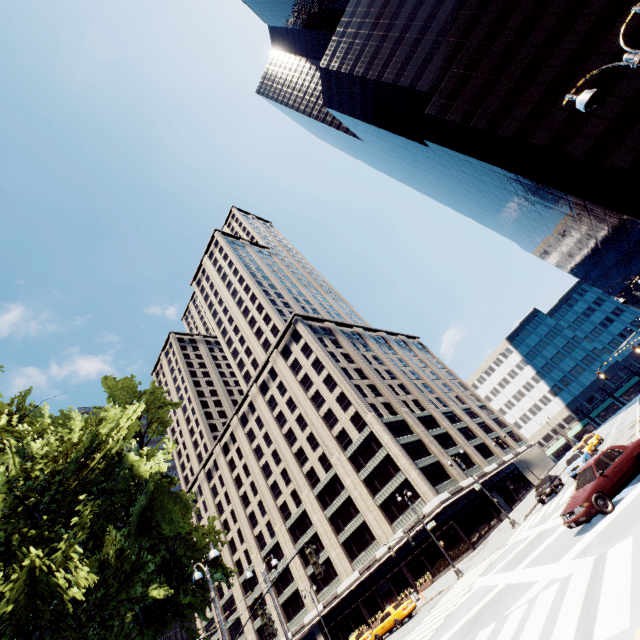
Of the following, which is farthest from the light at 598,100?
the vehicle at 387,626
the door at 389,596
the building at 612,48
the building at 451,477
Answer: the door at 389,596

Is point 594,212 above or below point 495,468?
above

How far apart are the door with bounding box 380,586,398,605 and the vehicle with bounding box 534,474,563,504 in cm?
2445

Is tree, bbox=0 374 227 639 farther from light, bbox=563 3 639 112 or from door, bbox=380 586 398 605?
door, bbox=380 586 398 605

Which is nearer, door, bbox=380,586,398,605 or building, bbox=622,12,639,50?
building, bbox=622,12,639,50

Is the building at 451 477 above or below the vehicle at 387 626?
above

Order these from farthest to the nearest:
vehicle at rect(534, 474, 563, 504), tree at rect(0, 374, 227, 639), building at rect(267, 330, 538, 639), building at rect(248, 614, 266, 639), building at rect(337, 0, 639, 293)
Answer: building at rect(248, 614, 266, 639) < building at rect(267, 330, 538, 639) < building at rect(337, 0, 639, 293) < vehicle at rect(534, 474, 563, 504) < tree at rect(0, 374, 227, 639)

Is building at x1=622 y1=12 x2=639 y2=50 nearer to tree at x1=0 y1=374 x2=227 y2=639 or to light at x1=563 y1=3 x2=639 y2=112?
light at x1=563 y1=3 x2=639 y2=112
